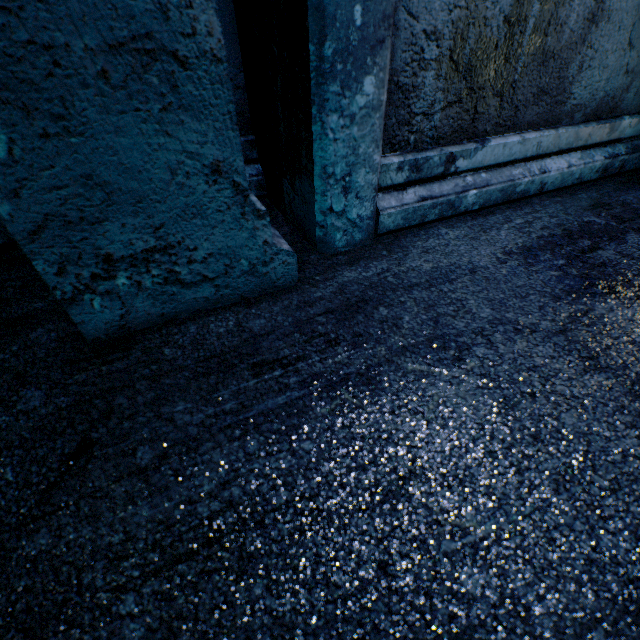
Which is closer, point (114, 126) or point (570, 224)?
point (114, 126)
